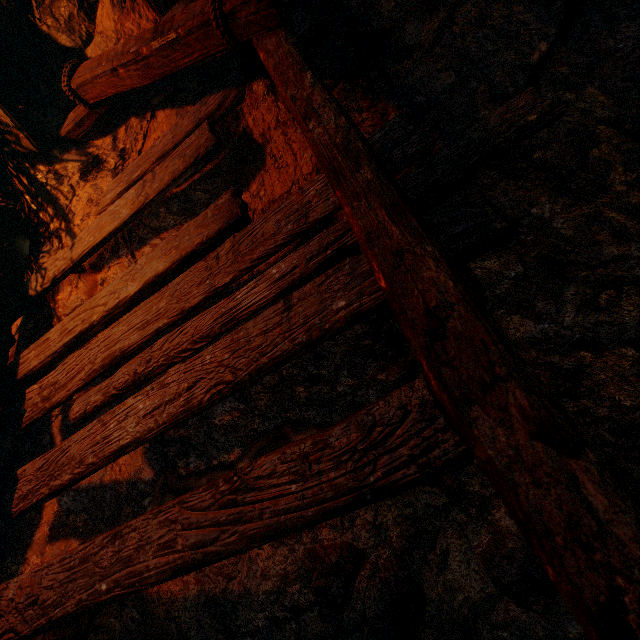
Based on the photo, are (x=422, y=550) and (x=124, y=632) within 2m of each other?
yes
